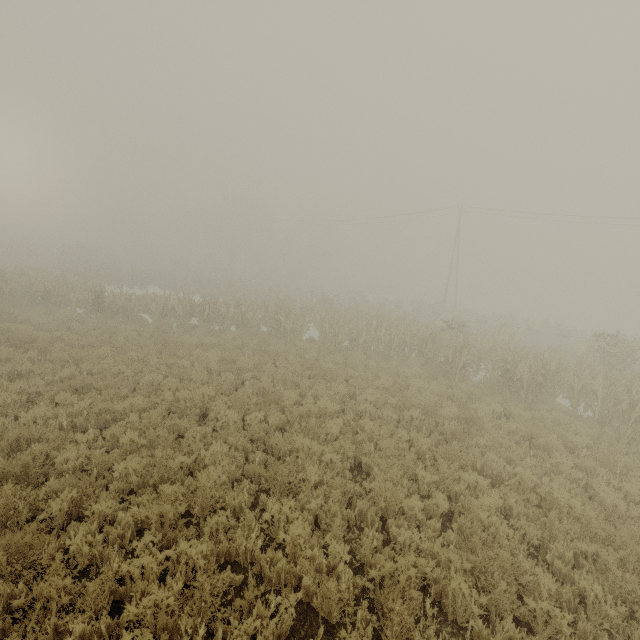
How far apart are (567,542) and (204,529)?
6.1 meters

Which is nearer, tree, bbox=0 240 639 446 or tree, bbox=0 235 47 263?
tree, bbox=0 240 639 446

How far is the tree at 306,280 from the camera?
40.59m

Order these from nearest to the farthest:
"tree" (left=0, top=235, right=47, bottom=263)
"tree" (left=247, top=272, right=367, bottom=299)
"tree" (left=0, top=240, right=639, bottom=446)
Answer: "tree" (left=0, top=240, right=639, bottom=446) < "tree" (left=247, top=272, right=367, bottom=299) < "tree" (left=0, top=235, right=47, bottom=263)

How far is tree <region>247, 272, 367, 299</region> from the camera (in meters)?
40.59

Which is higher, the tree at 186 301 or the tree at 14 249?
the tree at 14 249

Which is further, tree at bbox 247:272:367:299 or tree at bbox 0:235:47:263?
tree at bbox 0:235:47:263
